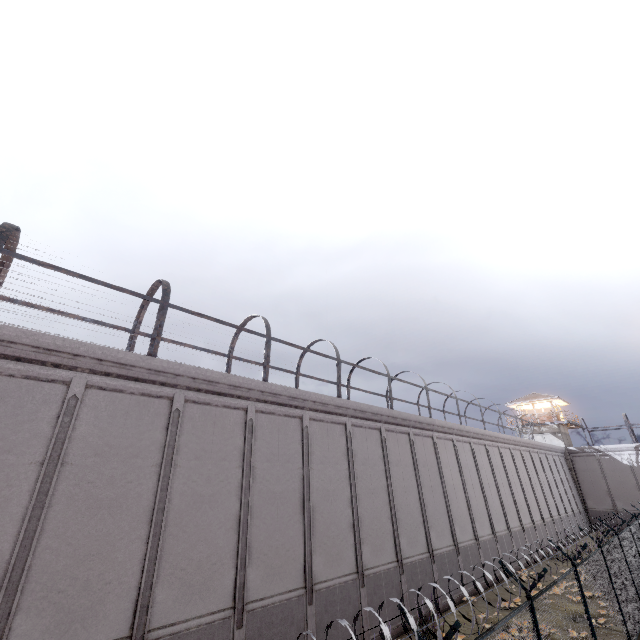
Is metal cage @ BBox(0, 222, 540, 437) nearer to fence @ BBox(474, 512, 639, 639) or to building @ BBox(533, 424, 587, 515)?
fence @ BBox(474, 512, 639, 639)

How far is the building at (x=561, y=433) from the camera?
36.03m

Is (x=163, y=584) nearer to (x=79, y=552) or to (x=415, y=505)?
(x=79, y=552)

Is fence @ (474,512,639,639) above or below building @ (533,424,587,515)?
below

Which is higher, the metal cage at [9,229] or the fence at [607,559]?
the metal cage at [9,229]

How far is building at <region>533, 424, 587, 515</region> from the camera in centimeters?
3603cm

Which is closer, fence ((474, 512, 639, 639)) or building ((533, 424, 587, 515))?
fence ((474, 512, 639, 639))
